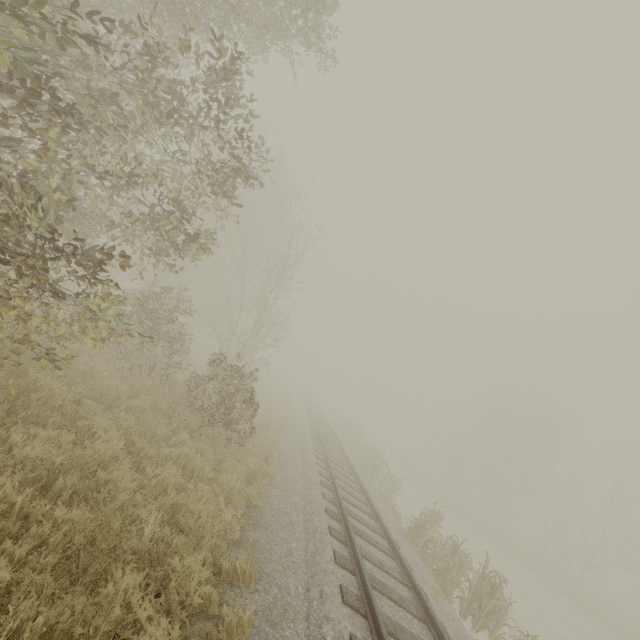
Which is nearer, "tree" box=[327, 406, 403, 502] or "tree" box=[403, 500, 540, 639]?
"tree" box=[403, 500, 540, 639]

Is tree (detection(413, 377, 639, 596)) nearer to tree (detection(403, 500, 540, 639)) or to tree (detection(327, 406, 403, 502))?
tree (detection(327, 406, 403, 502))

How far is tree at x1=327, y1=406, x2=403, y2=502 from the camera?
17.3m

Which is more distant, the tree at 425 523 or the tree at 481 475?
the tree at 481 475

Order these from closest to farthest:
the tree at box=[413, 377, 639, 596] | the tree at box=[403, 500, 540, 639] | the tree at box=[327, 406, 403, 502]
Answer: the tree at box=[403, 500, 540, 639], the tree at box=[327, 406, 403, 502], the tree at box=[413, 377, 639, 596]

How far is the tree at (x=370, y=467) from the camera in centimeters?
1734cm

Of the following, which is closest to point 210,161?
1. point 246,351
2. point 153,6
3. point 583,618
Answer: point 153,6

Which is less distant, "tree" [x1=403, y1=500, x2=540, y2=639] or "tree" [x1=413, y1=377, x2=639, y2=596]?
"tree" [x1=403, y1=500, x2=540, y2=639]
